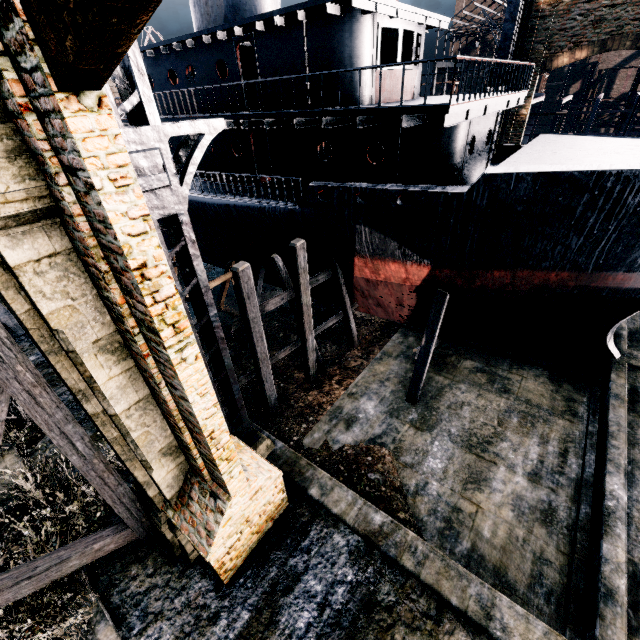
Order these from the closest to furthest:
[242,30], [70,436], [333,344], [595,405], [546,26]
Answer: [70,436], [242,30], [595,405], [333,344], [546,26]

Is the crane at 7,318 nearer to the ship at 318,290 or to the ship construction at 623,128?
the ship at 318,290

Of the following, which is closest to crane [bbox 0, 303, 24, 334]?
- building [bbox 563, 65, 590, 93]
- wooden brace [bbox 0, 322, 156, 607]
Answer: wooden brace [bbox 0, 322, 156, 607]

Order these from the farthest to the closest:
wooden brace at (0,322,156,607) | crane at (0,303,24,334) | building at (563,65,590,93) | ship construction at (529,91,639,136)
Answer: building at (563,65,590,93) → ship construction at (529,91,639,136) → crane at (0,303,24,334) → wooden brace at (0,322,156,607)

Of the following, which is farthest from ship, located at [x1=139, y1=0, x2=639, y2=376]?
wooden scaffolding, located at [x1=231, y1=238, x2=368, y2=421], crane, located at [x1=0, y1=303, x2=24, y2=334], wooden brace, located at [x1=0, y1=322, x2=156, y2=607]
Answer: wooden brace, located at [x1=0, y1=322, x2=156, y2=607]

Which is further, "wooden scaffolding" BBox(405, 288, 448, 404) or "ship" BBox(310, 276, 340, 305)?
"ship" BBox(310, 276, 340, 305)

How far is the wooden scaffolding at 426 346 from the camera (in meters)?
13.53

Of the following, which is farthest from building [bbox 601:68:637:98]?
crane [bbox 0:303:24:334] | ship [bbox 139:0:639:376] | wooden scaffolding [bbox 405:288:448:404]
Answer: crane [bbox 0:303:24:334]
